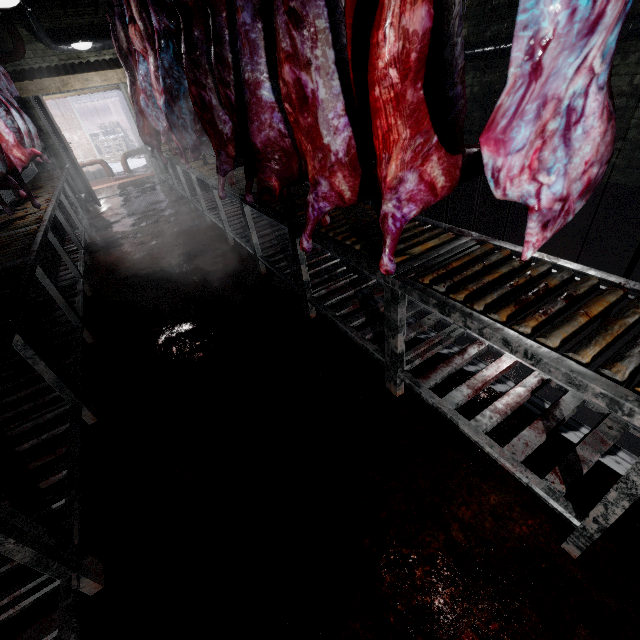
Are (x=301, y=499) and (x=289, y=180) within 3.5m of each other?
yes

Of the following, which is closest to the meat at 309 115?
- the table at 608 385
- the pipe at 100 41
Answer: the table at 608 385

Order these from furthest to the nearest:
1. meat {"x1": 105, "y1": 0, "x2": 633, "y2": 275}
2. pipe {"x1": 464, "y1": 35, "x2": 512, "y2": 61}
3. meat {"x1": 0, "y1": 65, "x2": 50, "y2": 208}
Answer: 1. pipe {"x1": 464, "y1": 35, "x2": 512, "y2": 61}
2. meat {"x1": 0, "y1": 65, "x2": 50, "y2": 208}
3. meat {"x1": 105, "y1": 0, "x2": 633, "y2": 275}

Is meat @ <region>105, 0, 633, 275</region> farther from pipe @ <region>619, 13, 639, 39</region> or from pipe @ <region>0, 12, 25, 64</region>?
pipe @ <region>619, 13, 639, 39</region>

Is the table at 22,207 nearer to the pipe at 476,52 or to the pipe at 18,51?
the pipe at 18,51

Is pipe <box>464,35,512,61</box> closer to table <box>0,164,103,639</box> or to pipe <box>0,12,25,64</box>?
pipe <box>0,12,25,64</box>

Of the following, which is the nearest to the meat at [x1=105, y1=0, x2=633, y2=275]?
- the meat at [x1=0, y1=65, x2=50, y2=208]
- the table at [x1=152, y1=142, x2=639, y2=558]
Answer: the table at [x1=152, y1=142, x2=639, y2=558]

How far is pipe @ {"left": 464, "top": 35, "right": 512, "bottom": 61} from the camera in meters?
4.1
